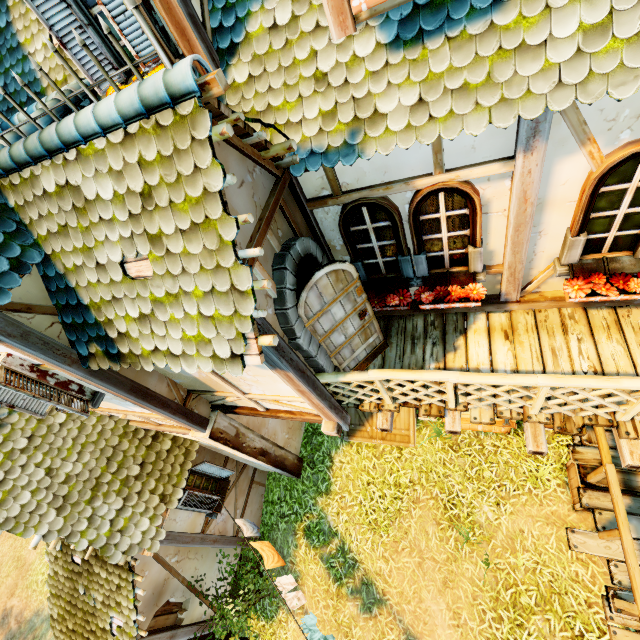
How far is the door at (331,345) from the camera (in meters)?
3.59

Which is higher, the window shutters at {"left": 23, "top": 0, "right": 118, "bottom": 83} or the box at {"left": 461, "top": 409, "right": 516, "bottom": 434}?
the window shutters at {"left": 23, "top": 0, "right": 118, "bottom": 83}

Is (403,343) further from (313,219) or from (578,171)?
(578,171)

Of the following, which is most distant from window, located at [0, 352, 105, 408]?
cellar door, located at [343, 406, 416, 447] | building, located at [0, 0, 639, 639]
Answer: cellar door, located at [343, 406, 416, 447]

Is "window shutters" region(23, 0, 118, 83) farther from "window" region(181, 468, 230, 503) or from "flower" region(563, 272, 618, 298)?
"window" region(181, 468, 230, 503)

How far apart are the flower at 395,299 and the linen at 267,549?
5.78m

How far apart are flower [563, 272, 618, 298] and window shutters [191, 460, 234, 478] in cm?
700

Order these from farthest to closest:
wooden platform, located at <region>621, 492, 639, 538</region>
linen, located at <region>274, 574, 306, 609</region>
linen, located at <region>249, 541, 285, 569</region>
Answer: linen, located at <region>249, 541, 285, 569</region> < linen, located at <region>274, 574, 306, 609</region> < wooden platform, located at <region>621, 492, 639, 538</region>
